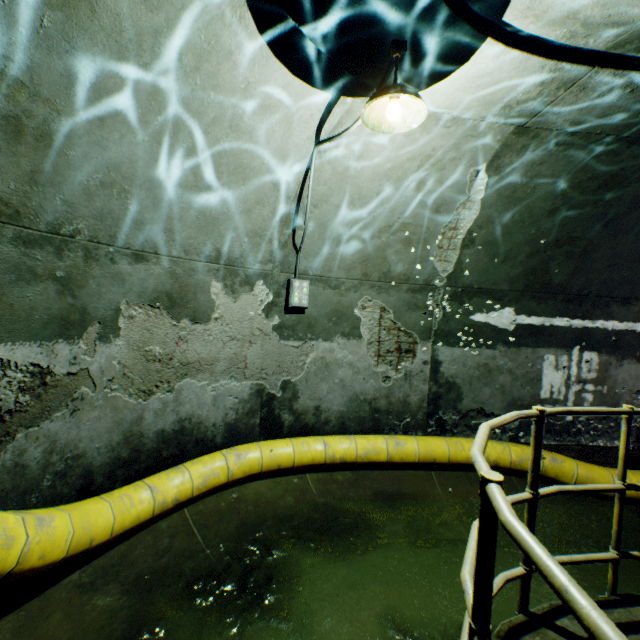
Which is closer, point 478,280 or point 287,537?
point 287,537

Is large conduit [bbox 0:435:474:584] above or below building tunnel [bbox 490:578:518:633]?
above

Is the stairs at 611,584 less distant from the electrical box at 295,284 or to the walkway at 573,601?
the walkway at 573,601

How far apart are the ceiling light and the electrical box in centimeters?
222cm

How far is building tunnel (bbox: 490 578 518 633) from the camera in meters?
2.9

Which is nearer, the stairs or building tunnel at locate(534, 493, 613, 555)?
the stairs

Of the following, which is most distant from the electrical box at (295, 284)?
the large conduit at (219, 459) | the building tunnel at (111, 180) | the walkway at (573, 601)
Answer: the walkway at (573, 601)
